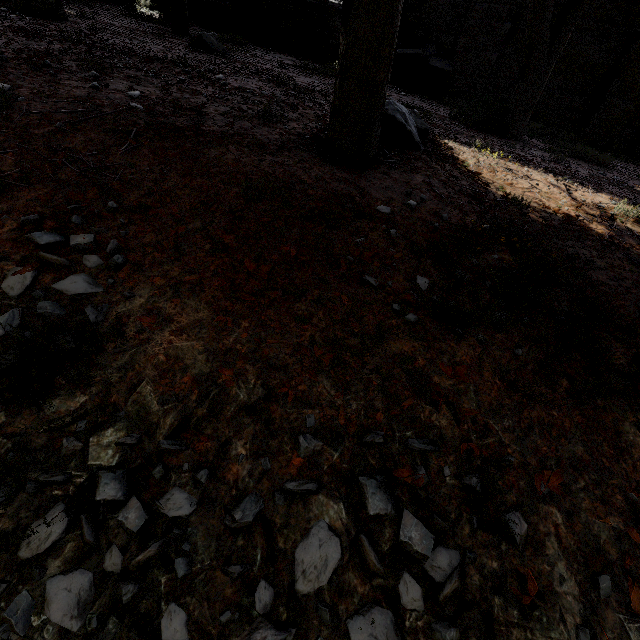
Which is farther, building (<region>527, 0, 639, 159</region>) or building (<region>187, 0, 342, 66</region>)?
building (<region>187, 0, 342, 66</region>)

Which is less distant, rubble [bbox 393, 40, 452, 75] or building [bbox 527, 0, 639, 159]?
building [bbox 527, 0, 639, 159]

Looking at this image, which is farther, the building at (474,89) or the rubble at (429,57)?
the rubble at (429,57)

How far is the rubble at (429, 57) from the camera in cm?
1069

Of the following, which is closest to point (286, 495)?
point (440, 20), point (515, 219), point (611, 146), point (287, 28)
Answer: point (515, 219)

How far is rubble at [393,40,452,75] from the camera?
10.7 meters

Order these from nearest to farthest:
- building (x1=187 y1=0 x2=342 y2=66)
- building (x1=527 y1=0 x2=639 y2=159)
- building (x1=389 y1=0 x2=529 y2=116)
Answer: building (x1=527 y1=0 x2=639 y2=159), building (x1=389 y1=0 x2=529 y2=116), building (x1=187 y1=0 x2=342 y2=66)
